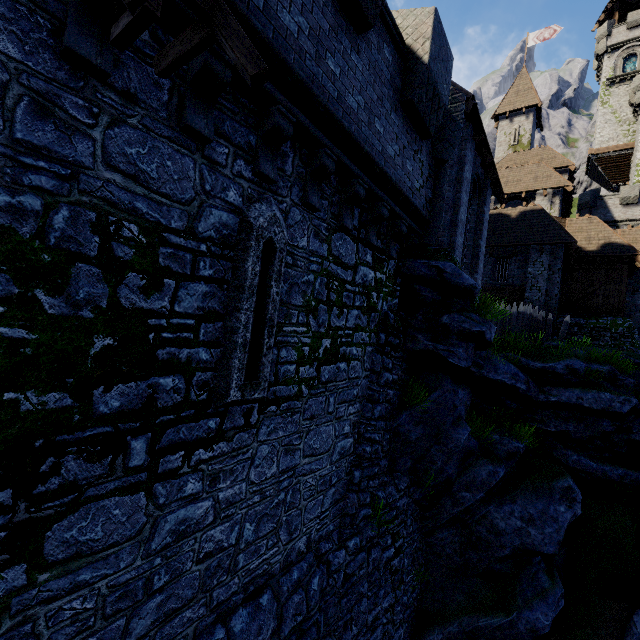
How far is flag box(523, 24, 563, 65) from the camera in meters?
31.5

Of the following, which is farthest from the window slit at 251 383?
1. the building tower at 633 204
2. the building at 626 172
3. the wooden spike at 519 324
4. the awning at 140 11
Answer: the building at 626 172

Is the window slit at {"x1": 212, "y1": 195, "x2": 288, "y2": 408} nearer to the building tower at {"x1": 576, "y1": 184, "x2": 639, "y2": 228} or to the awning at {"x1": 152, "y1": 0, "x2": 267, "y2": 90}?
the awning at {"x1": 152, "y1": 0, "x2": 267, "y2": 90}

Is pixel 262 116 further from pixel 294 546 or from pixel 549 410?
pixel 549 410

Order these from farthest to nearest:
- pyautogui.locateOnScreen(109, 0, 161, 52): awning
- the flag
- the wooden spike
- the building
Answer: the building
the flag
the wooden spike
pyautogui.locateOnScreen(109, 0, 161, 52): awning

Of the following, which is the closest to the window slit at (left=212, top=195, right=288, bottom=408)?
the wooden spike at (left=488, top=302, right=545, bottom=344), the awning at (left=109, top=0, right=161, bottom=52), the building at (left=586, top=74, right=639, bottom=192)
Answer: the awning at (left=109, top=0, right=161, bottom=52)

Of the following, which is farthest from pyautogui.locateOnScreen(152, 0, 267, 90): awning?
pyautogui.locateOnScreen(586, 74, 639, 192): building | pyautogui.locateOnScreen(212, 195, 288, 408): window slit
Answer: pyautogui.locateOnScreen(586, 74, 639, 192): building

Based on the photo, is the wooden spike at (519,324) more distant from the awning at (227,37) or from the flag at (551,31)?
the flag at (551,31)
